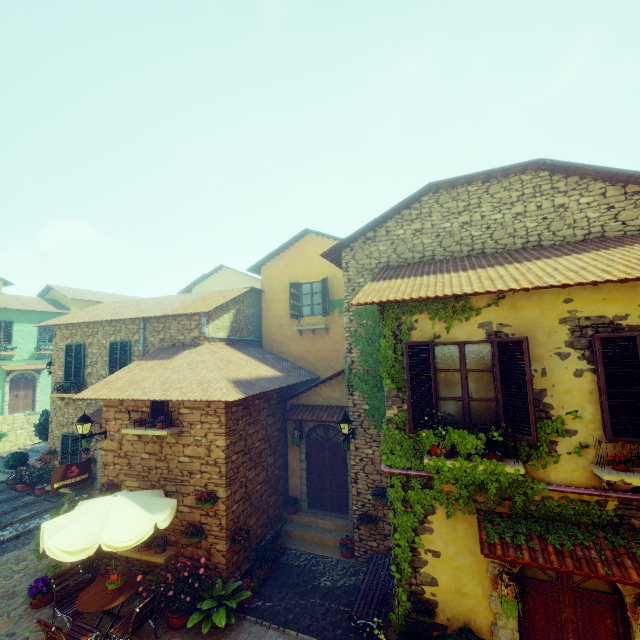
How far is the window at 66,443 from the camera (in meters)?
13.13

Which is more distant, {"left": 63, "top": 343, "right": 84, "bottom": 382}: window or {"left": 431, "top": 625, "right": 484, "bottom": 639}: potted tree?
{"left": 63, "top": 343, "right": 84, "bottom": 382}: window

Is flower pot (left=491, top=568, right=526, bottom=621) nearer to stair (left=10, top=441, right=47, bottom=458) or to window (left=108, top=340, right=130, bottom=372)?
window (left=108, top=340, right=130, bottom=372)

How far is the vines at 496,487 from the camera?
5.10m

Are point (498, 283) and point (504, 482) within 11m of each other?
yes

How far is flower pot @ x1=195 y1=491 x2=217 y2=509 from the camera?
7.83m

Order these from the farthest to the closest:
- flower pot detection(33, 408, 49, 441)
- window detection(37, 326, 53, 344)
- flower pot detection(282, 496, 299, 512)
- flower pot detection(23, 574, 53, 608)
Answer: window detection(37, 326, 53, 344) < flower pot detection(33, 408, 49, 441) < flower pot detection(282, 496, 299, 512) < flower pot detection(23, 574, 53, 608)

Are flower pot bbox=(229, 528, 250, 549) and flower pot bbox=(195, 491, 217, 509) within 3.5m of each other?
yes
